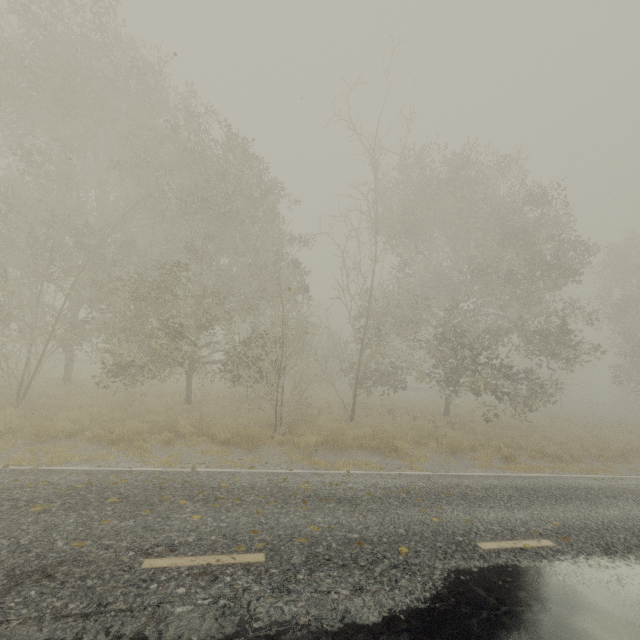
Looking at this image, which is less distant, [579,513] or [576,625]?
[576,625]

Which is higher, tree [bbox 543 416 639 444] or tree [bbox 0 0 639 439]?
tree [bbox 0 0 639 439]

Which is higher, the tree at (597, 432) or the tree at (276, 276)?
the tree at (276, 276)

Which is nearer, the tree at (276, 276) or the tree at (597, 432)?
the tree at (276, 276)

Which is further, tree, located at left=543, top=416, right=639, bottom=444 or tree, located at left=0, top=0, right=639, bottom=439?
tree, located at left=543, top=416, right=639, bottom=444
